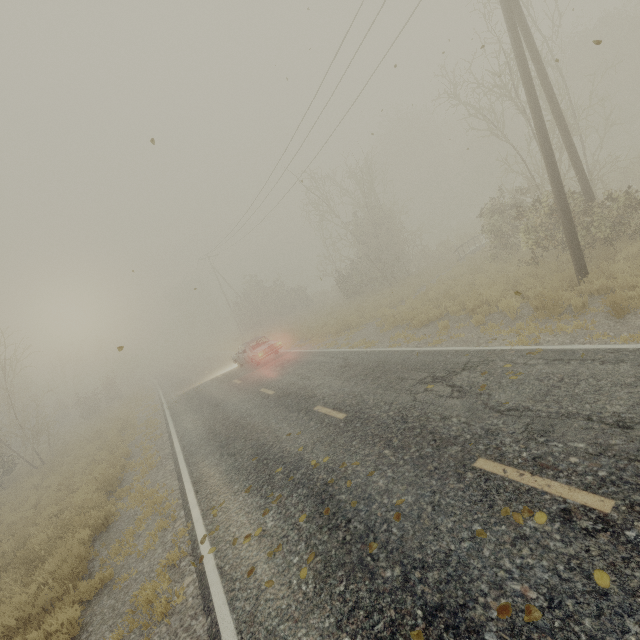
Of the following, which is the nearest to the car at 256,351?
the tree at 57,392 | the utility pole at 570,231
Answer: the tree at 57,392

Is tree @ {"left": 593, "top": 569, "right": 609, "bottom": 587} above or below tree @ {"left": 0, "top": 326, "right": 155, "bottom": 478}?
below

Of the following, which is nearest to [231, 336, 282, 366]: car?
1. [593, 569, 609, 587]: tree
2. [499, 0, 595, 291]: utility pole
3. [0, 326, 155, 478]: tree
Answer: [0, 326, 155, 478]: tree

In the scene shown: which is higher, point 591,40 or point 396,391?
point 591,40

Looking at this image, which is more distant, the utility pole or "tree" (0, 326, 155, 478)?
"tree" (0, 326, 155, 478)

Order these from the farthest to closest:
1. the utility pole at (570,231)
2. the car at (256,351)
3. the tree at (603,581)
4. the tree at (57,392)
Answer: the tree at (57,392) < the car at (256,351) < the utility pole at (570,231) < the tree at (603,581)

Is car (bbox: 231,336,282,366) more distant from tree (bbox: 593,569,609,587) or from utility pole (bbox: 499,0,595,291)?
tree (bbox: 593,569,609,587)
